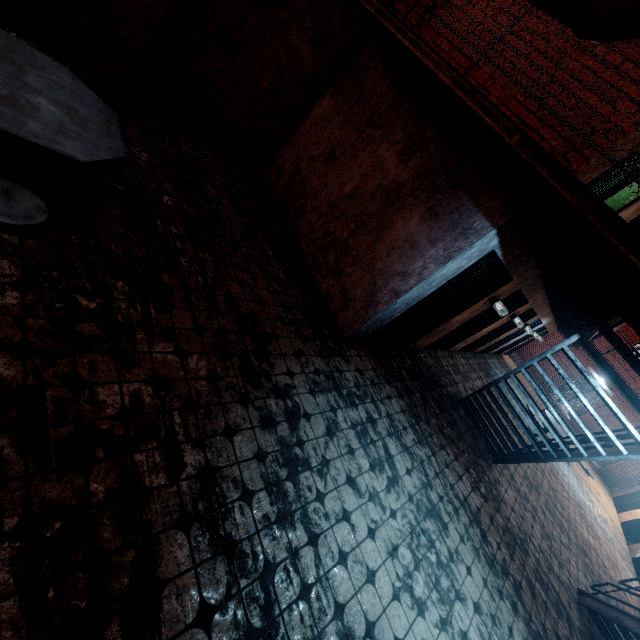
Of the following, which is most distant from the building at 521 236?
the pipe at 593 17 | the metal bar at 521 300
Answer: the pipe at 593 17

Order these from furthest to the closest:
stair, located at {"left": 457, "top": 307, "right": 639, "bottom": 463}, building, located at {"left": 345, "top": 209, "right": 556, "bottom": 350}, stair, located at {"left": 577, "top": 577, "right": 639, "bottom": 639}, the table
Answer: stair, located at {"left": 577, "top": 577, "right": 639, "bottom": 639} → building, located at {"left": 345, "top": 209, "right": 556, "bottom": 350} → stair, located at {"left": 457, "top": 307, "right": 639, "bottom": 463} → the table

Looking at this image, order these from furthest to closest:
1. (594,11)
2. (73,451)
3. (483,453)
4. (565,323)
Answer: (565,323) < (483,453) < (73,451) < (594,11)

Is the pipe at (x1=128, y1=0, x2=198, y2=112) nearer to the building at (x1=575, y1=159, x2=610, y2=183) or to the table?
the table

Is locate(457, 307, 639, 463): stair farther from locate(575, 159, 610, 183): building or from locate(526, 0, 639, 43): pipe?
locate(526, 0, 639, 43): pipe

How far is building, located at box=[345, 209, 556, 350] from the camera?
4.1 meters

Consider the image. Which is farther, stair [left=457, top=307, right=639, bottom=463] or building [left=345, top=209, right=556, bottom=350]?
building [left=345, top=209, right=556, bottom=350]

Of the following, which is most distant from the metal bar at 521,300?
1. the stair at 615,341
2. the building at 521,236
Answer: the stair at 615,341
